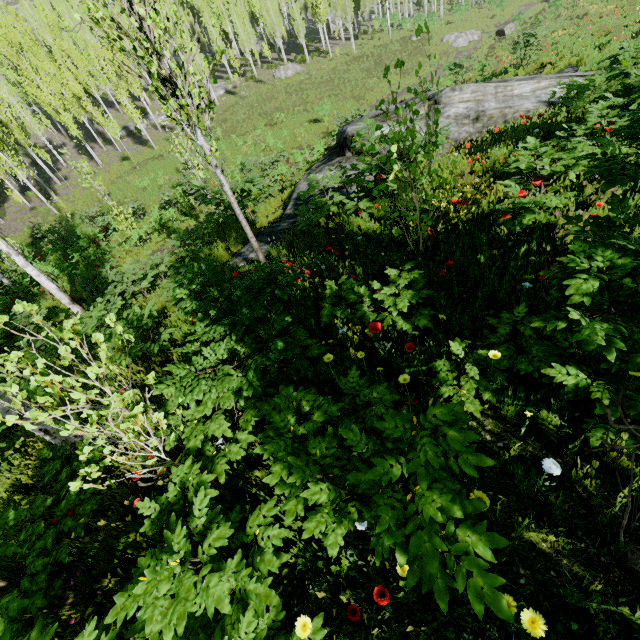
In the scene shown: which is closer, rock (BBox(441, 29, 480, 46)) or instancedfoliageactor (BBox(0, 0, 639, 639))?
instancedfoliageactor (BBox(0, 0, 639, 639))

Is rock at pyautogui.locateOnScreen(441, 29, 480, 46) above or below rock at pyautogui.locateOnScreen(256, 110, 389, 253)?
below

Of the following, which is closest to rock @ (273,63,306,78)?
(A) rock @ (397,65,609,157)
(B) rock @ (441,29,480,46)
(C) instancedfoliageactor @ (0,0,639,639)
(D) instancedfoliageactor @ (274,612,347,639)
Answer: (C) instancedfoliageactor @ (0,0,639,639)

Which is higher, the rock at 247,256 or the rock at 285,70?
the rock at 247,256

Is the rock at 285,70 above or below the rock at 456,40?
above

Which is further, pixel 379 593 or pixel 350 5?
pixel 350 5

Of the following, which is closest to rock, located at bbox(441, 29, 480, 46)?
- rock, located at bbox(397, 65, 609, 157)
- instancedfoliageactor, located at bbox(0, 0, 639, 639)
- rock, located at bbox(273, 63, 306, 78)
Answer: instancedfoliageactor, located at bbox(0, 0, 639, 639)

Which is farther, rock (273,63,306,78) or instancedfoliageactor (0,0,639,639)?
rock (273,63,306,78)
